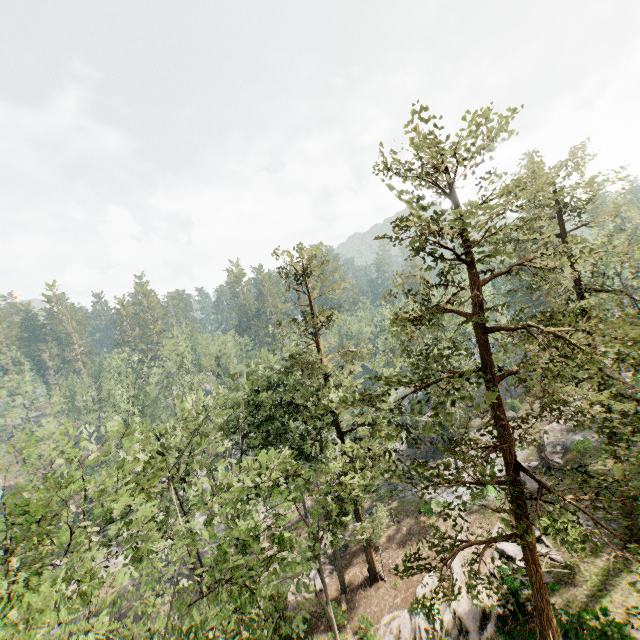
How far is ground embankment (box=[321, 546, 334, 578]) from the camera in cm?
2745

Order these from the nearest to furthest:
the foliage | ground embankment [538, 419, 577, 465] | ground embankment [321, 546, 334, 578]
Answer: the foliage < ground embankment [321, 546, 334, 578] < ground embankment [538, 419, 577, 465]

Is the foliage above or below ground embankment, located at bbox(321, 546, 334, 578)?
above

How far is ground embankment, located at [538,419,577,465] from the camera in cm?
2994

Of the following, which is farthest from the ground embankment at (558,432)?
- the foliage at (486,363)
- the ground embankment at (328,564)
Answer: the ground embankment at (328,564)

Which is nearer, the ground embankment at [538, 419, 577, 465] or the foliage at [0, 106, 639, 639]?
the foliage at [0, 106, 639, 639]

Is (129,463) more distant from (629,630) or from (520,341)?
(629,630)

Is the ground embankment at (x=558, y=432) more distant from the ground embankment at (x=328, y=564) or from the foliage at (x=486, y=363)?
the ground embankment at (x=328, y=564)
